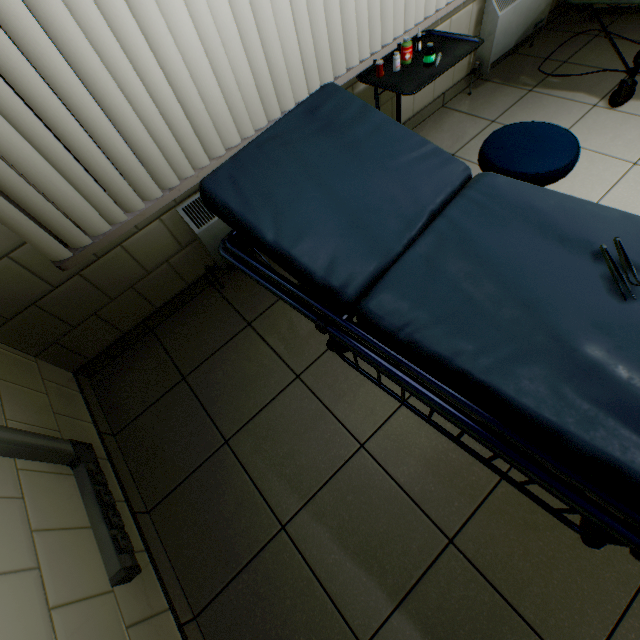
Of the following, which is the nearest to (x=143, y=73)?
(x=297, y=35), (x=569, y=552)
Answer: (x=297, y=35)

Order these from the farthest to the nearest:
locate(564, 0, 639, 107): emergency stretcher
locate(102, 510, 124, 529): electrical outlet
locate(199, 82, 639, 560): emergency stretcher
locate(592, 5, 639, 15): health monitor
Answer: locate(592, 5, 639, 15): health monitor → locate(564, 0, 639, 107): emergency stretcher → locate(102, 510, 124, 529): electrical outlet → locate(199, 82, 639, 560): emergency stretcher

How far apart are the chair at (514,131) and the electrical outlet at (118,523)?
2.26m

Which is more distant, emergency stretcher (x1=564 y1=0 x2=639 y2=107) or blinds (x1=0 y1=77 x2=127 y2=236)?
emergency stretcher (x1=564 y1=0 x2=639 y2=107)

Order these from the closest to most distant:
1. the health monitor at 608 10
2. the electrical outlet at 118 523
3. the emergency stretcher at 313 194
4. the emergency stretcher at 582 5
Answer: the emergency stretcher at 313 194, the electrical outlet at 118 523, the emergency stretcher at 582 5, the health monitor at 608 10

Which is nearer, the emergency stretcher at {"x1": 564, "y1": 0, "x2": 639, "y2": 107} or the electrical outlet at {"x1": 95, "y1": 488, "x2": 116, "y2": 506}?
the electrical outlet at {"x1": 95, "y1": 488, "x2": 116, "y2": 506}

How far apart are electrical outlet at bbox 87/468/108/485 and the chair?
2.3m

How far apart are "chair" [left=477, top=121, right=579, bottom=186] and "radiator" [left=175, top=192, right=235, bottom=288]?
1.0 meters
